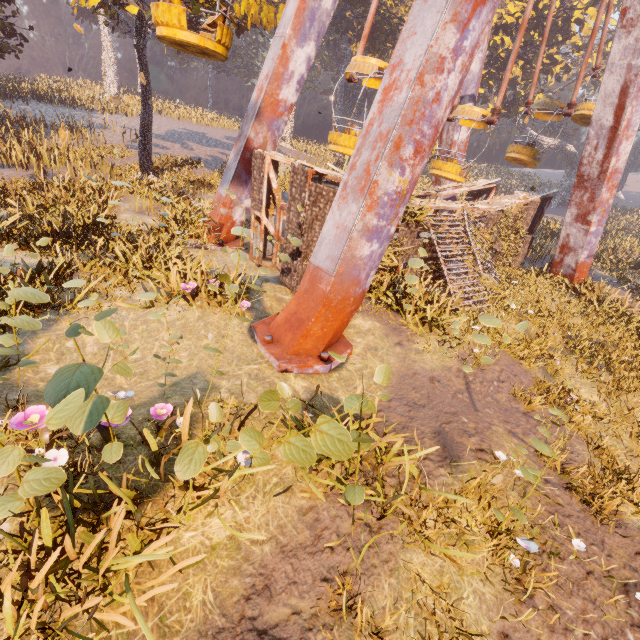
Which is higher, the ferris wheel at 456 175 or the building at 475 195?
the ferris wheel at 456 175

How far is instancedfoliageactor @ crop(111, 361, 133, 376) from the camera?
3.36m

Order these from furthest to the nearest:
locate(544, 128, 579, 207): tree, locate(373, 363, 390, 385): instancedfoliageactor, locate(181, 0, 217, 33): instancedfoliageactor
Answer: locate(544, 128, 579, 207): tree
locate(181, 0, 217, 33): instancedfoliageactor
locate(373, 363, 390, 385): instancedfoliageactor

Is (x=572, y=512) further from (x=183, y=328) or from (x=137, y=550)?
(x=183, y=328)

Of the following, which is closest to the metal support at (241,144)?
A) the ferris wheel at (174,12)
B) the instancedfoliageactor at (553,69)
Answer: the ferris wheel at (174,12)

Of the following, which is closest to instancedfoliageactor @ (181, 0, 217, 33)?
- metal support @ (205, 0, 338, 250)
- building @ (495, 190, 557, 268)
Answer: building @ (495, 190, 557, 268)

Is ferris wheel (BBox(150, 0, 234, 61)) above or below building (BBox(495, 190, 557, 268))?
above
